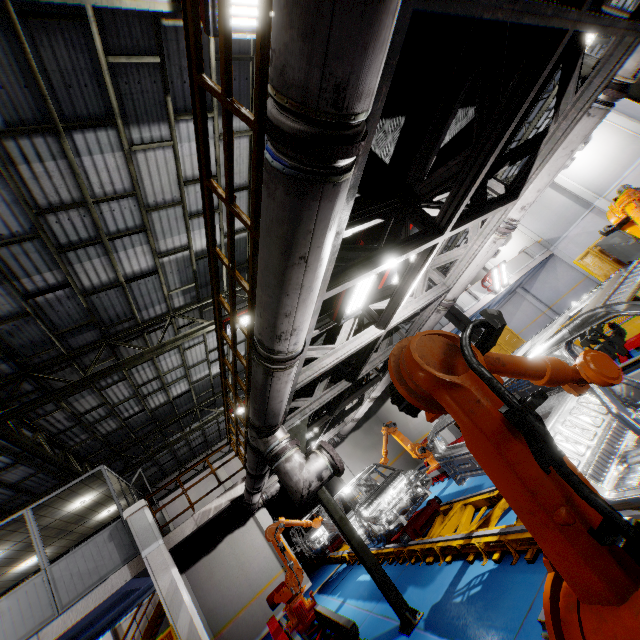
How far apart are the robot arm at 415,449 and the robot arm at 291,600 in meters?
1.5 m

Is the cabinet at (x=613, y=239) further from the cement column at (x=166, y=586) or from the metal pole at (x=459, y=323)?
the cement column at (x=166, y=586)

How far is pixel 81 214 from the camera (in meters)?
6.59

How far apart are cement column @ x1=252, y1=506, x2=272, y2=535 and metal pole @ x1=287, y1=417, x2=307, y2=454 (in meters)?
9.02

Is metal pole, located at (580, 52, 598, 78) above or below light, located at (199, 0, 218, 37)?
below

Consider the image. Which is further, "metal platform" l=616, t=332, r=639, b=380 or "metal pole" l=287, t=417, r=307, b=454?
"metal pole" l=287, t=417, r=307, b=454

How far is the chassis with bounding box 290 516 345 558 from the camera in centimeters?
1023cm

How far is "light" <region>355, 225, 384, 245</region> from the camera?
3.9m
